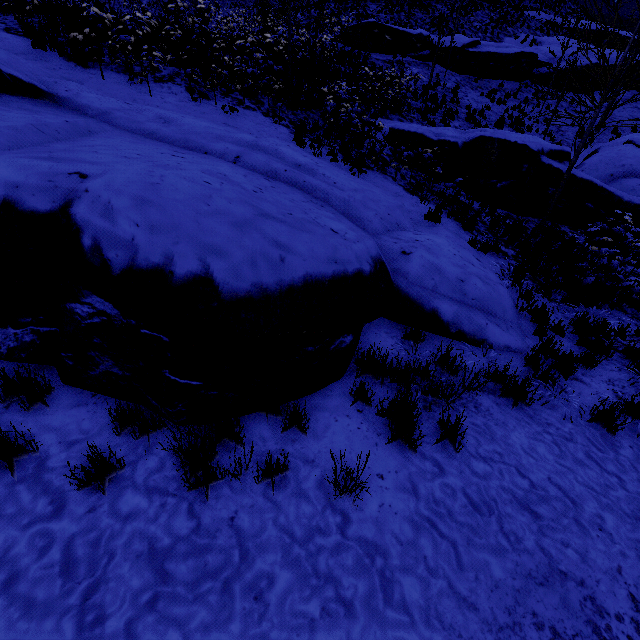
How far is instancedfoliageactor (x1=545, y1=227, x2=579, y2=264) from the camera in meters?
7.6

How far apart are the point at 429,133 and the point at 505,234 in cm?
419

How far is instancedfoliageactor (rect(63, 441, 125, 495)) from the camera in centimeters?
215cm

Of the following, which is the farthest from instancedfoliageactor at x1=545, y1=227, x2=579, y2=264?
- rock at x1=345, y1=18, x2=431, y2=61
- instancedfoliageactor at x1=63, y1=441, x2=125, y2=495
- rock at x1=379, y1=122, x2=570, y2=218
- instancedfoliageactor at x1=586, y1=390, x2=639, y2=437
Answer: rock at x1=345, y1=18, x2=431, y2=61

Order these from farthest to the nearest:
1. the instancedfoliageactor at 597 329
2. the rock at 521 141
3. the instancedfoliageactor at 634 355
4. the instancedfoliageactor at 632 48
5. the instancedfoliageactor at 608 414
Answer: the rock at 521 141 < the instancedfoliageactor at 632 48 < the instancedfoliageactor at 634 355 < the instancedfoliageactor at 608 414 < the instancedfoliageactor at 597 329

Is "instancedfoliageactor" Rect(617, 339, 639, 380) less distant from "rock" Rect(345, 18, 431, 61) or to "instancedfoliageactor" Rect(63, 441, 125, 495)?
"rock" Rect(345, 18, 431, 61)

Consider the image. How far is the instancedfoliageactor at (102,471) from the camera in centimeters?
215cm

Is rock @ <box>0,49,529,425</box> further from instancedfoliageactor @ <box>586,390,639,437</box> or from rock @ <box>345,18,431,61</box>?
rock @ <box>345,18,431,61</box>
